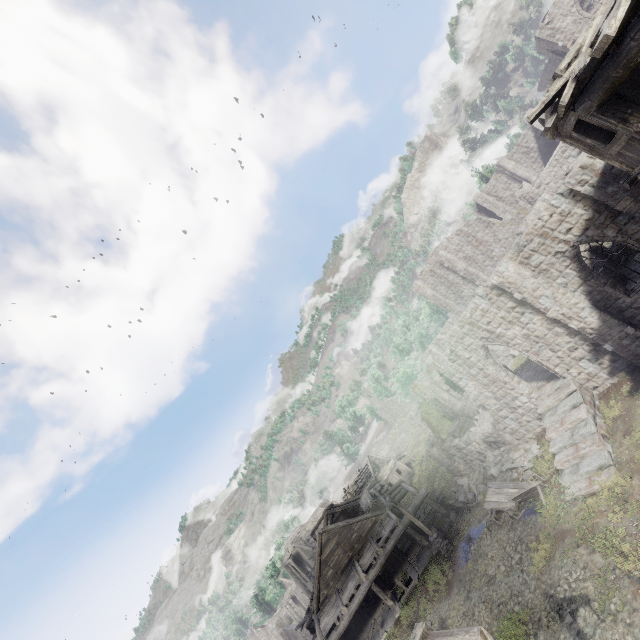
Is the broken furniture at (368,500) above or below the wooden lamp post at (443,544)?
above

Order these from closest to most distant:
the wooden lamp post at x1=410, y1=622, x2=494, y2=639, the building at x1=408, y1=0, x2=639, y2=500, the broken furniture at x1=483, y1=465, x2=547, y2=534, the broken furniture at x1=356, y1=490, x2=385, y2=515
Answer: the wooden lamp post at x1=410, y1=622, x2=494, y2=639 → the building at x1=408, y1=0, x2=639, y2=500 → the broken furniture at x1=483, y1=465, x2=547, y2=534 → the broken furniture at x1=356, y1=490, x2=385, y2=515

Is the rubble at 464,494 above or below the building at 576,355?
below

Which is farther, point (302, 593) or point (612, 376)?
point (302, 593)

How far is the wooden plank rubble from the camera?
49.2 meters

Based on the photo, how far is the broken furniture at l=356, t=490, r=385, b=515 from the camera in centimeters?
2594cm

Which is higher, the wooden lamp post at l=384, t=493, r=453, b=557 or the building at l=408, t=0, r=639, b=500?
the building at l=408, t=0, r=639, b=500

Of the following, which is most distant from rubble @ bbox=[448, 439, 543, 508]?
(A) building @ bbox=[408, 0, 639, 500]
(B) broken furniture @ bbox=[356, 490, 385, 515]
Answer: (B) broken furniture @ bbox=[356, 490, 385, 515]
